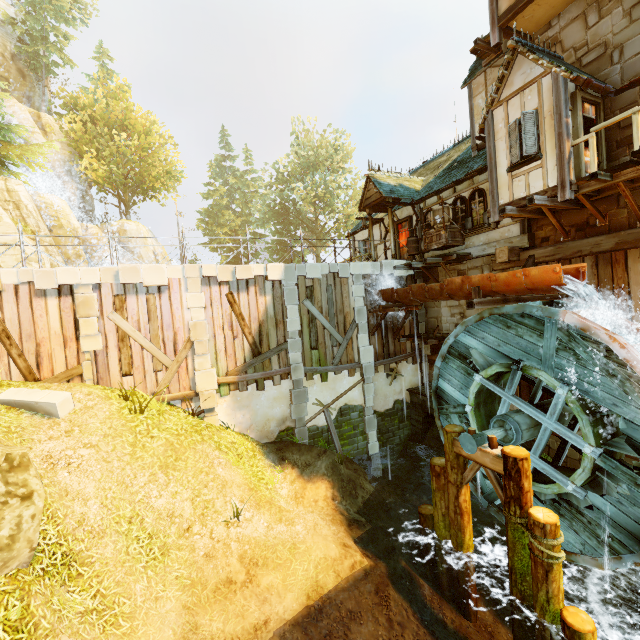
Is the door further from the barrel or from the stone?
the stone

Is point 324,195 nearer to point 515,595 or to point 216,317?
point 216,317

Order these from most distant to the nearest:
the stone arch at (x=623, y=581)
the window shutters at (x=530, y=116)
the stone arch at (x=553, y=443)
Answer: the stone arch at (x=553, y=443)
the window shutters at (x=530, y=116)
the stone arch at (x=623, y=581)

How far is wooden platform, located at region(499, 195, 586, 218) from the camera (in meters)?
8.52

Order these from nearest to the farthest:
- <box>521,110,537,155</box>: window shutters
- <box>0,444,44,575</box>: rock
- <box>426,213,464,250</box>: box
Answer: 1. <box>0,444,44,575</box>: rock
2. <box>521,110,537,155</box>: window shutters
3. <box>426,213,464,250</box>: box

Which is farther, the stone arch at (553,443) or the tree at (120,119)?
the tree at (120,119)

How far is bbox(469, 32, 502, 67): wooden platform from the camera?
11.2m

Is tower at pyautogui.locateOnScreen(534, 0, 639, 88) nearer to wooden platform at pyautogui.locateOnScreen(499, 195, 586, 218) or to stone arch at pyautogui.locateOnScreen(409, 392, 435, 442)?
wooden platform at pyautogui.locateOnScreen(499, 195, 586, 218)
